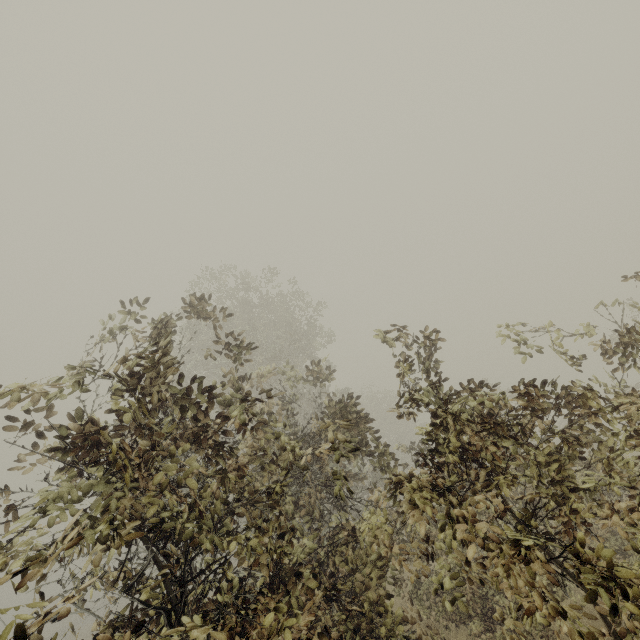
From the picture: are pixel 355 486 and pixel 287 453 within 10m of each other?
no

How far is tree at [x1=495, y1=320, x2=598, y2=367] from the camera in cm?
412

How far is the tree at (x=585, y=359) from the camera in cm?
412

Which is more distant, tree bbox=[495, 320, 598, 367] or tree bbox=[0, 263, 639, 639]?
tree bbox=[495, 320, 598, 367]

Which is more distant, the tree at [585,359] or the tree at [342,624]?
the tree at [585,359]
